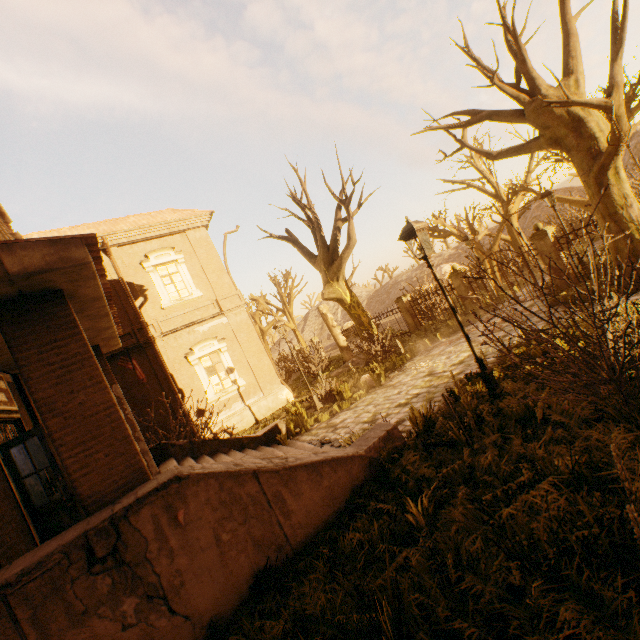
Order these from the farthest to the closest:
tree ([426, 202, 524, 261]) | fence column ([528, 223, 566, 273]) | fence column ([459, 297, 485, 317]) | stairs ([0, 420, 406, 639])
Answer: tree ([426, 202, 524, 261]), fence column ([459, 297, 485, 317]), fence column ([528, 223, 566, 273]), stairs ([0, 420, 406, 639])

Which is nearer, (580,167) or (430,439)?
(430,439)

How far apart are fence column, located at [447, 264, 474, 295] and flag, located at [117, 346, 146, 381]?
13.7 meters

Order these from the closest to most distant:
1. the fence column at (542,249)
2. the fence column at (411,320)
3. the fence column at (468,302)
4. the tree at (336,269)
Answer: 1. the fence column at (542,249)
2. the tree at (336,269)
3. the fence column at (468,302)
4. the fence column at (411,320)

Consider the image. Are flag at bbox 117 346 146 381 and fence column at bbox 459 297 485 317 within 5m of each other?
no

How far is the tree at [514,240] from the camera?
18.1 meters

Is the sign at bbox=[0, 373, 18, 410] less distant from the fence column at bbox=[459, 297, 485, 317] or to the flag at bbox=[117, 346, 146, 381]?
the flag at bbox=[117, 346, 146, 381]

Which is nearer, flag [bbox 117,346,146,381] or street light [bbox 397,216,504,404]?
street light [bbox 397,216,504,404]
